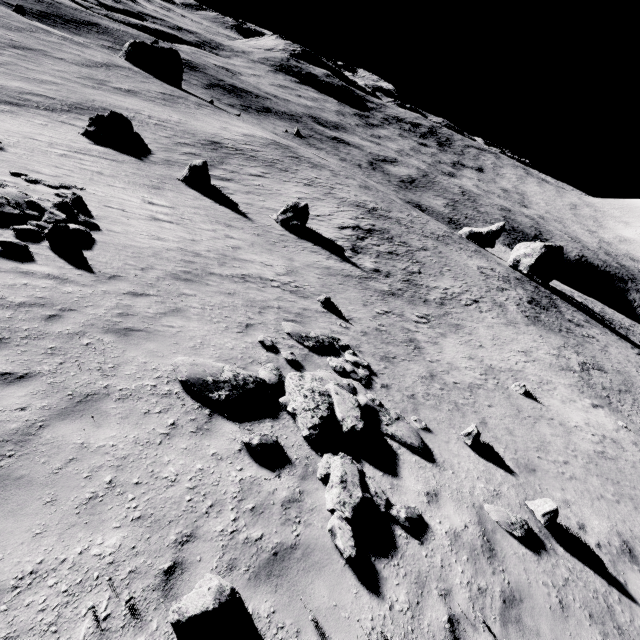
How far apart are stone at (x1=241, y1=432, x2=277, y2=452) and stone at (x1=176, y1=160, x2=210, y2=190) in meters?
25.3 m

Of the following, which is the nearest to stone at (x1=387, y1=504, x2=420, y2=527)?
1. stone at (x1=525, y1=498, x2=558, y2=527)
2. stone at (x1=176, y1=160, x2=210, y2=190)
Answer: stone at (x1=525, y1=498, x2=558, y2=527)

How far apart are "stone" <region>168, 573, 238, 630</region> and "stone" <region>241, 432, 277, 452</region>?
2.1 meters

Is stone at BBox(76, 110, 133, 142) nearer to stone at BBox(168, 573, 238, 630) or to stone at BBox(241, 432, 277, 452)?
stone at BBox(241, 432, 277, 452)

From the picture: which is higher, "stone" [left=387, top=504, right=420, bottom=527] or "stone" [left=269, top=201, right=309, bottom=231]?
"stone" [left=387, top=504, right=420, bottom=527]

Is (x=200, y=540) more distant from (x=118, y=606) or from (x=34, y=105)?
(x=34, y=105)

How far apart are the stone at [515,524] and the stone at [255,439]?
5.1 meters

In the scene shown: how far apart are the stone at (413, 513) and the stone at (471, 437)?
4.16m
